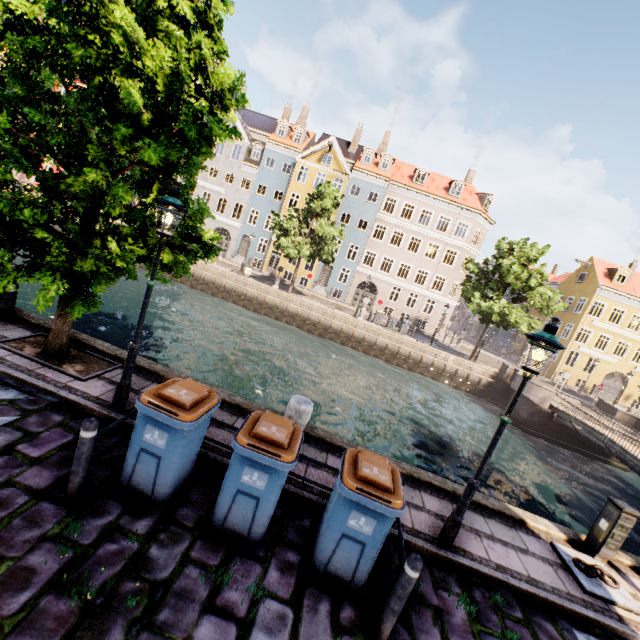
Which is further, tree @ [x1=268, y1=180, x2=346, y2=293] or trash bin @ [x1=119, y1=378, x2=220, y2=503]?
tree @ [x1=268, y1=180, x2=346, y2=293]

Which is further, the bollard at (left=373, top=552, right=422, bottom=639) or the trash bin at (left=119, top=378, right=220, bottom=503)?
the trash bin at (left=119, top=378, right=220, bottom=503)

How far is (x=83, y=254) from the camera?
5.2 meters

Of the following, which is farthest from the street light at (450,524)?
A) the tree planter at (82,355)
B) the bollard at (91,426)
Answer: the bollard at (91,426)

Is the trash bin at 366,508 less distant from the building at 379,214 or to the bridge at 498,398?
the bridge at 498,398

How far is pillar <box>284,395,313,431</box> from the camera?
5.8m

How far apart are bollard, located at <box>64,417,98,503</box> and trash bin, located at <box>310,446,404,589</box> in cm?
294

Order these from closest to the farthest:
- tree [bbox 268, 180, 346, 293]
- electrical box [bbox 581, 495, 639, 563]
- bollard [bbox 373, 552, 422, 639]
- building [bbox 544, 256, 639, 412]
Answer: bollard [bbox 373, 552, 422, 639]
electrical box [bbox 581, 495, 639, 563]
tree [bbox 268, 180, 346, 293]
building [bbox 544, 256, 639, 412]
